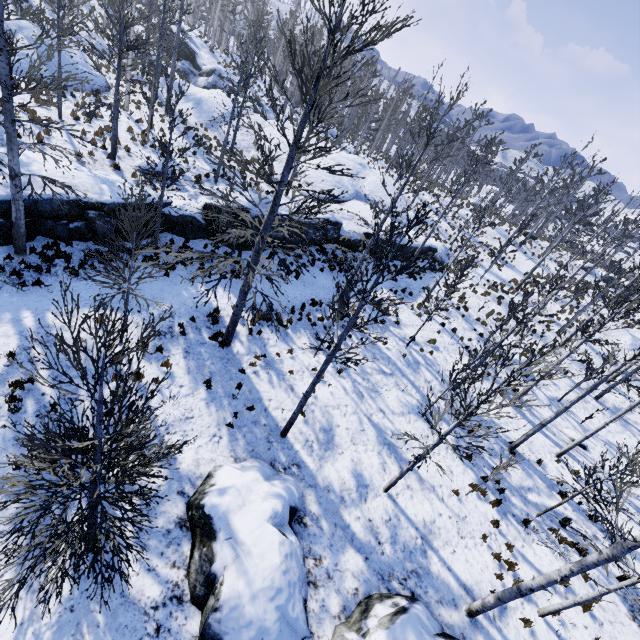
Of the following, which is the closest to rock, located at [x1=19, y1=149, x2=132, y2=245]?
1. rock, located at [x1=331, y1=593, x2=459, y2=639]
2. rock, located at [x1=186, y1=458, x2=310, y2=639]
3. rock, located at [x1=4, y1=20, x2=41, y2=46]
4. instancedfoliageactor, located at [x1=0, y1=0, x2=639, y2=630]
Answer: instancedfoliageactor, located at [x1=0, y1=0, x2=639, y2=630]

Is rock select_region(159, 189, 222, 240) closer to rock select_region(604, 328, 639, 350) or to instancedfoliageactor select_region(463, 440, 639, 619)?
instancedfoliageactor select_region(463, 440, 639, 619)

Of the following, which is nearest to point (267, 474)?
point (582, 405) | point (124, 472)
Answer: point (124, 472)

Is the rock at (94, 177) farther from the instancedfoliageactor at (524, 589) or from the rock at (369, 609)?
the rock at (369, 609)

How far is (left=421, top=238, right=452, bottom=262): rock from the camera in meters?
25.2

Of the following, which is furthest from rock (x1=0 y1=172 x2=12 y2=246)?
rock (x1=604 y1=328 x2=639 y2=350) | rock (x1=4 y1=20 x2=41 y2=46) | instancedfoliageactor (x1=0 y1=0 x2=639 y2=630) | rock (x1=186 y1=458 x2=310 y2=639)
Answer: rock (x1=604 y1=328 x2=639 y2=350)

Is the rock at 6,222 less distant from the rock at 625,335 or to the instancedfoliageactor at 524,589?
the instancedfoliageactor at 524,589

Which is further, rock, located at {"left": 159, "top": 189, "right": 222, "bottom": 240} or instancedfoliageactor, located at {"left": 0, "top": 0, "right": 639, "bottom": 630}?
rock, located at {"left": 159, "top": 189, "right": 222, "bottom": 240}
